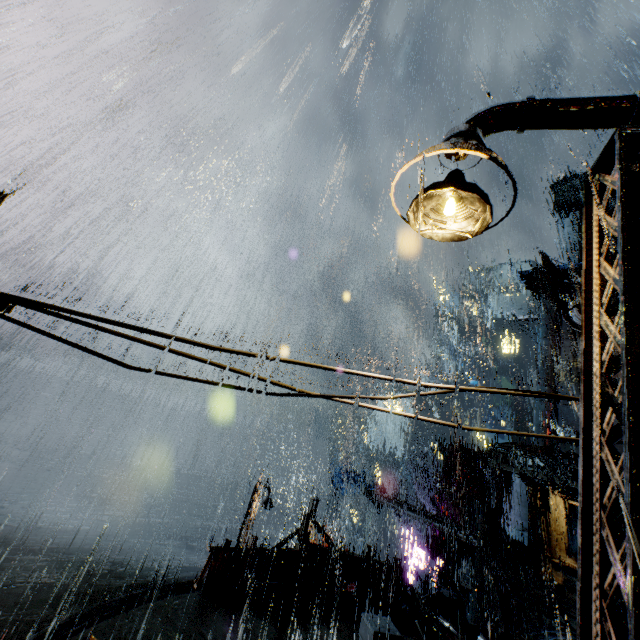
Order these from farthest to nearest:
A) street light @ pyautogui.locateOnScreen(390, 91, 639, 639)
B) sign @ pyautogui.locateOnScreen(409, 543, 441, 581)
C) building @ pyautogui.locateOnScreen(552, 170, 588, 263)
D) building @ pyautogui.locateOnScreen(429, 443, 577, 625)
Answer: building @ pyautogui.locateOnScreen(552, 170, 588, 263)
sign @ pyautogui.locateOnScreen(409, 543, 441, 581)
building @ pyautogui.locateOnScreen(429, 443, 577, 625)
street light @ pyautogui.locateOnScreen(390, 91, 639, 639)

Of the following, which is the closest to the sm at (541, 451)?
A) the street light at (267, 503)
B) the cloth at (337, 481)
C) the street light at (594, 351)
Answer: the cloth at (337, 481)

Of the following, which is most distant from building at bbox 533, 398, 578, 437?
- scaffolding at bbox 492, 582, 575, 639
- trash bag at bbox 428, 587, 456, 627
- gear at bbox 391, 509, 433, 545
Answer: gear at bbox 391, 509, 433, 545

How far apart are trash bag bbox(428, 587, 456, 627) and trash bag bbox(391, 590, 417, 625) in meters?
0.7

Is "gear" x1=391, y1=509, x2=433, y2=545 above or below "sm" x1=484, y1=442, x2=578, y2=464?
below

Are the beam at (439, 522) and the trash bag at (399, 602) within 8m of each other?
no

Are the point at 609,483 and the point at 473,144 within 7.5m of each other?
yes

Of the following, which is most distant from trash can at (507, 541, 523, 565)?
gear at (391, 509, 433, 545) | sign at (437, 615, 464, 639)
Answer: gear at (391, 509, 433, 545)
